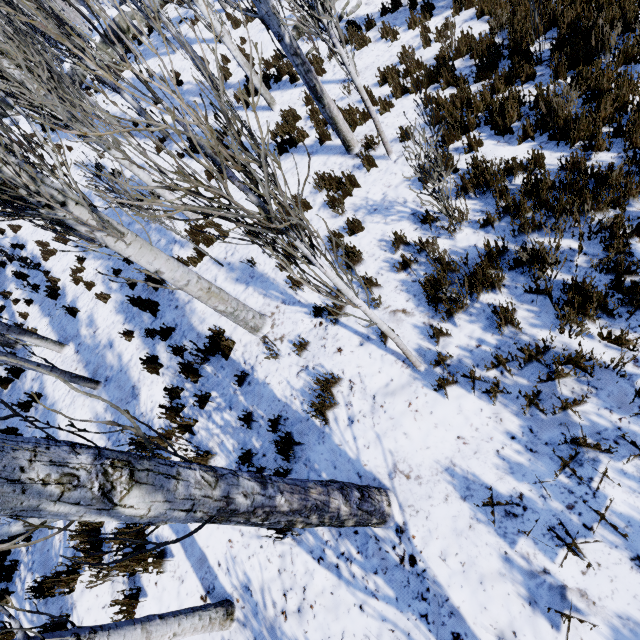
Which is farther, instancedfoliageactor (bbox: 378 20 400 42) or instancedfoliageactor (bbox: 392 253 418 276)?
instancedfoliageactor (bbox: 378 20 400 42)

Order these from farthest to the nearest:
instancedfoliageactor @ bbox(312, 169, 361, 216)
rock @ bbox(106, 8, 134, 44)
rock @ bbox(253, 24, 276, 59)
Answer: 1. rock @ bbox(106, 8, 134, 44)
2. rock @ bbox(253, 24, 276, 59)
3. instancedfoliageactor @ bbox(312, 169, 361, 216)

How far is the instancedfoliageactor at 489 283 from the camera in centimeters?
367cm

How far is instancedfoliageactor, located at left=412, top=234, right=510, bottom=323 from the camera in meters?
3.7 m

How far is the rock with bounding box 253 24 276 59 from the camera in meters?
11.1 m

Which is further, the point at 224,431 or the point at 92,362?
the point at 92,362

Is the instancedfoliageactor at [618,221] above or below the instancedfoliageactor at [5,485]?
below
